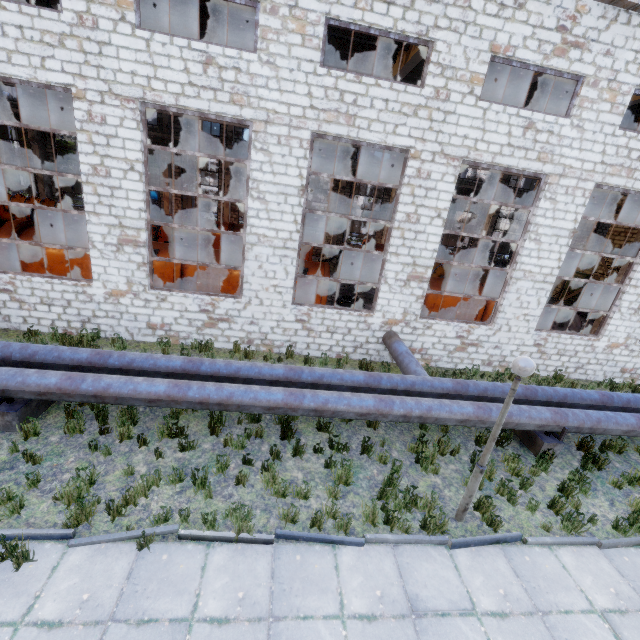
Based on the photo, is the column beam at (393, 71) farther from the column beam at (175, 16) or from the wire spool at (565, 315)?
the wire spool at (565, 315)

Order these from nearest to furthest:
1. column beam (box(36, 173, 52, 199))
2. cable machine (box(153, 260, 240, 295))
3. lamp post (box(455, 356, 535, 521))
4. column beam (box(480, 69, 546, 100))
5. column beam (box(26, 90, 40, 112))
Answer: lamp post (box(455, 356, 535, 521)) < column beam (box(480, 69, 546, 100)) < cable machine (box(153, 260, 240, 295)) < column beam (box(26, 90, 40, 112)) < column beam (box(36, 173, 52, 199))

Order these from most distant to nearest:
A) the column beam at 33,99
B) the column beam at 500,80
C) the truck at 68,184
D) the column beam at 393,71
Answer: the truck at 68,184 → the column beam at 33,99 → the column beam at 500,80 → the column beam at 393,71

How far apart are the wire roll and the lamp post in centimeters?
1000cm

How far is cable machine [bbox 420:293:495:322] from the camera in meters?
14.2

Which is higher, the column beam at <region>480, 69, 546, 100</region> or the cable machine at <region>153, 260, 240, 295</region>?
the column beam at <region>480, 69, 546, 100</region>

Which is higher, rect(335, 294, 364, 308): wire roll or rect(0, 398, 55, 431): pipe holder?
rect(335, 294, 364, 308): wire roll

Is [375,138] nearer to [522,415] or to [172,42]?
[172,42]
